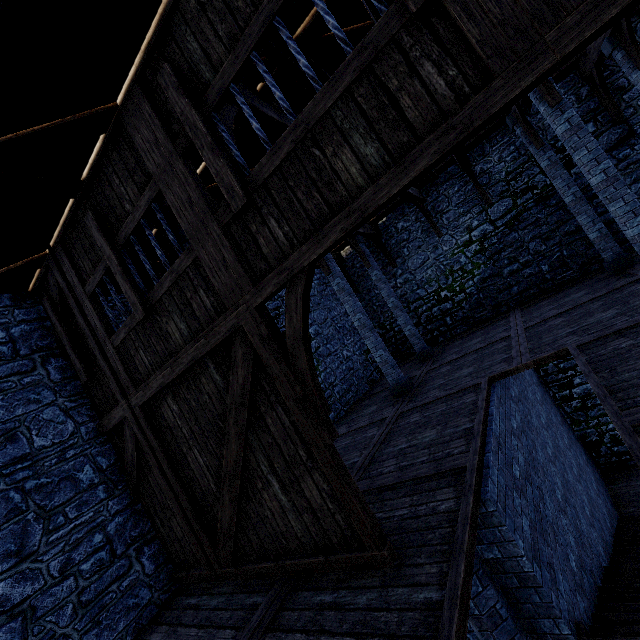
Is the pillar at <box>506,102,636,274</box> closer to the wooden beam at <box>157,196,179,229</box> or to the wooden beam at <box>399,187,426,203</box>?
the wooden beam at <box>399,187,426,203</box>

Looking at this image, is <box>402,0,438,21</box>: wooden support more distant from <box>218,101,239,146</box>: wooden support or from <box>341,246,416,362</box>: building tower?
<box>341,246,416,362</box>: building tower

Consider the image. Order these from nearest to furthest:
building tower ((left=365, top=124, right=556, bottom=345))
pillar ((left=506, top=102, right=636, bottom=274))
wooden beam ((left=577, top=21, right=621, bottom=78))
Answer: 1. wooden beam ((left=577, top=21, right=621, bottom=78))
2. pillar ((left=506, top=102, right=636, bottom=274))
3. building tower ((left=365, top=124, right=556, bottom=345))

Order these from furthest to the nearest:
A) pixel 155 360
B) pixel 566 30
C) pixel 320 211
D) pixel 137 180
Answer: pixel 155 360 < pixel 137 180 < pixel 320 211 < pixel 566 30

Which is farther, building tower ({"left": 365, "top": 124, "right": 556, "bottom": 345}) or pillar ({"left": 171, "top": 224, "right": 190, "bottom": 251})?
building tower ({"left": 365, "top": 124, "right": 556, "bottom": 345})

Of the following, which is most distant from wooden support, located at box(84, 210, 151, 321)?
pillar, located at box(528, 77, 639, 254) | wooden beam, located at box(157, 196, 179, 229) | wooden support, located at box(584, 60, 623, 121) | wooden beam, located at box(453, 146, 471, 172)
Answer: wooden support, located at box(584, 60, 623, 121)

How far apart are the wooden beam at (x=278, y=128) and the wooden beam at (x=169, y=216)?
1.9m

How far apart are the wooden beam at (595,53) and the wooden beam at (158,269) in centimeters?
1013cm
